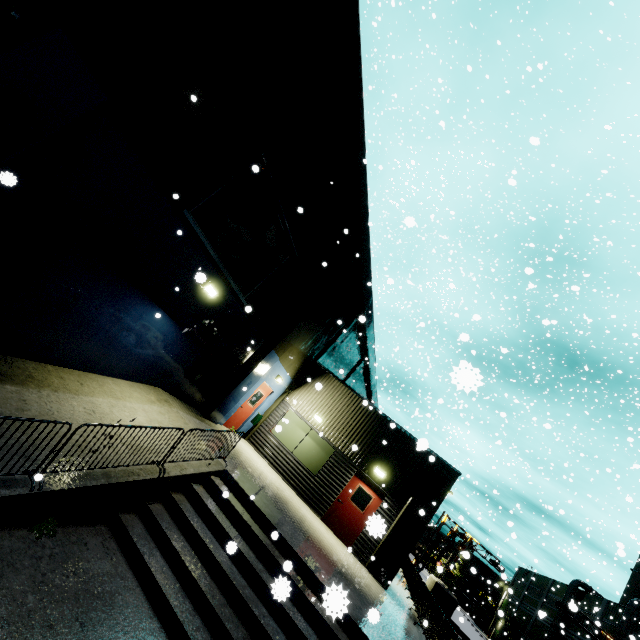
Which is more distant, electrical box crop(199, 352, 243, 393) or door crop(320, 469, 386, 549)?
door crop(320, 469, 386, 549)

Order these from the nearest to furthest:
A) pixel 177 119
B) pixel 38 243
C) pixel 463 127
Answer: pixel 38 243
pixel 177 119
pixel 463 127

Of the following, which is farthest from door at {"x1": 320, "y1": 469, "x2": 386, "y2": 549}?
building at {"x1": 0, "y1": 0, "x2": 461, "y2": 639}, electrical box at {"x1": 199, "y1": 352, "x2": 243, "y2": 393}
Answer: electrical box at {"x1": 199, "y1": 352, "x2": 243, "y2": 393}

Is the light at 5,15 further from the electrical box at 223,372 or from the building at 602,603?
the electrical box at 223,372

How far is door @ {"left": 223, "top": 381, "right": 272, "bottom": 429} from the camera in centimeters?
1382cm

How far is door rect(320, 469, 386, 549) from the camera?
12.8 meters

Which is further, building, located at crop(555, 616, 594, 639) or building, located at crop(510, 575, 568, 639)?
building, located at crop(510, 575, 568, 639)

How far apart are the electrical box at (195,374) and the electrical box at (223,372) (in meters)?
0.41
